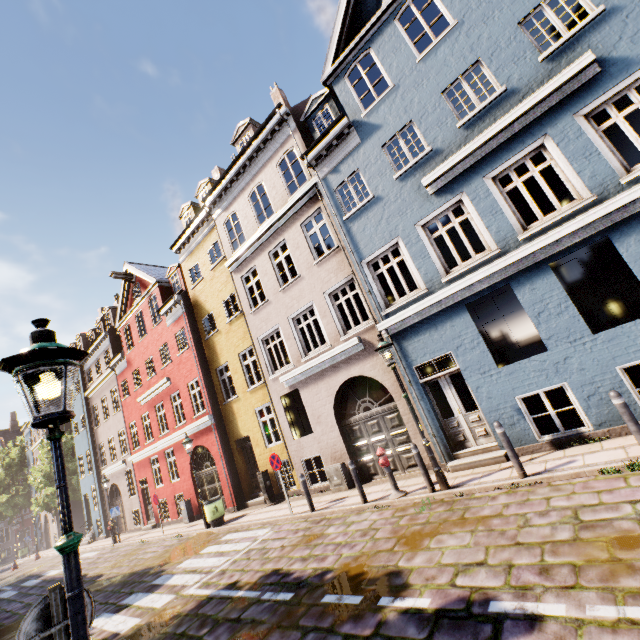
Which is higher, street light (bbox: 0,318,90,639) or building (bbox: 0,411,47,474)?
building (bbox: 0,411,47,474)

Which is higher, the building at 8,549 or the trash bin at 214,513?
the building at 8,549

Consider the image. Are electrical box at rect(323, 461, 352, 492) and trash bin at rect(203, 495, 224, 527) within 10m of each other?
yes

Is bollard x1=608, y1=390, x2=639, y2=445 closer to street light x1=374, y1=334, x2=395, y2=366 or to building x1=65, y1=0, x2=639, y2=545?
building x1=65, y1=0, x2=639, y2=545

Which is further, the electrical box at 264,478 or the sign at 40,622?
the electrical box at 264,478

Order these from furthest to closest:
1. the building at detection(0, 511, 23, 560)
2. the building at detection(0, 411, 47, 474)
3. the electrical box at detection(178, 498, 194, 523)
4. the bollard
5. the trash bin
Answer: the building at detection(0, 511, 23, 560) < the building at detection(0, 411, 47, 474) < the electrical box at detection(178, 498, 194, 523) < the trash bin < the bollard

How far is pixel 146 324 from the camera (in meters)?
19.70

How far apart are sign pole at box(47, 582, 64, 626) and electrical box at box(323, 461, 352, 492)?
8.80m
